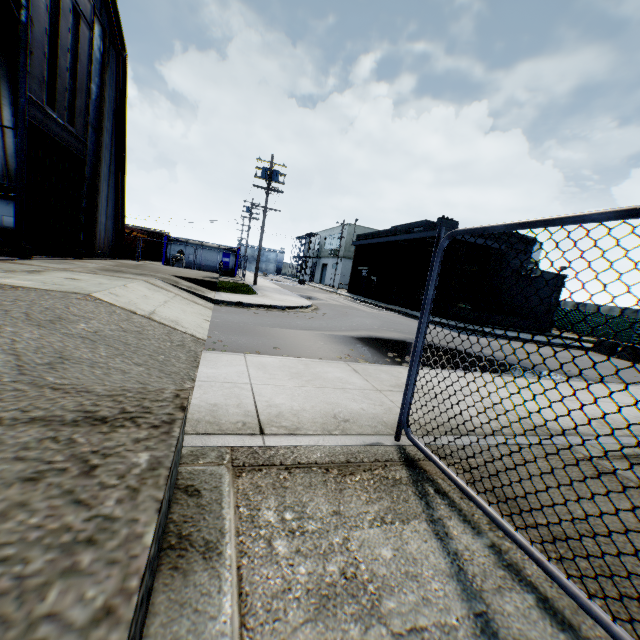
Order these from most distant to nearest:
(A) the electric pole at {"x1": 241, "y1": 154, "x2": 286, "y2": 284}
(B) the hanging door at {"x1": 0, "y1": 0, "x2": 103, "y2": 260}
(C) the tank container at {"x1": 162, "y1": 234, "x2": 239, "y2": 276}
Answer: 1. (C) the tank container at {"x1": 162, "y1": 234, "x2": 239, "y2": 276}
2. (A) the electric pole at {"x1": 241, "y1": 154, "x2": 286, "y2": 284}
3. (B) the hanging door at {"x1": 0, "y1": 0, "x2": 103, "y2": 260}

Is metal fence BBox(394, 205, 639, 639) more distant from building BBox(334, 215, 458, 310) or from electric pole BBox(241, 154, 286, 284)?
electric pole BBox(241, 154, 286, 284)

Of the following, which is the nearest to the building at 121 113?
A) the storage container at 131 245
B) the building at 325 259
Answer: the storage container at 131 245

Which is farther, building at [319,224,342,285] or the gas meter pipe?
building at [319,224,342,285]

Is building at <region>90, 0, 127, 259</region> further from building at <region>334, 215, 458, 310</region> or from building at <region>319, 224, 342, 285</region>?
building at <region>319, 224, 342, 285</region>

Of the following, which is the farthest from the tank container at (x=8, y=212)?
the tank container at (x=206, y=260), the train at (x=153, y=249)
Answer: the train at (x=153, y=249)

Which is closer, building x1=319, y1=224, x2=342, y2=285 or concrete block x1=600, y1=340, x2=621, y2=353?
concrete block x1=600, y1=340, x2=621, y2=353

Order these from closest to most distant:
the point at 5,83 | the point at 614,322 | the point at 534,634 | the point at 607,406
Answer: the point at 534,634
the point at 607,406
the point at 5,83
the point at 614,322
